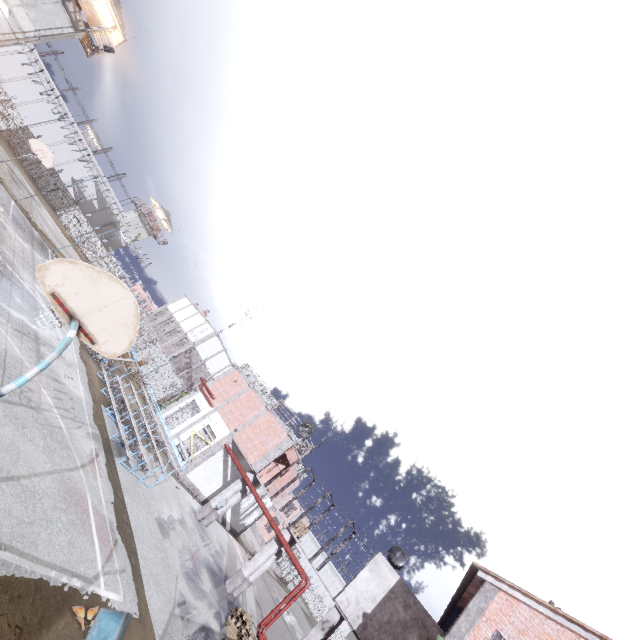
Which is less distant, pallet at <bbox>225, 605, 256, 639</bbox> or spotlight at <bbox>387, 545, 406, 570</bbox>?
pallet at <bbox>225, 605, 256, 639</bbox>

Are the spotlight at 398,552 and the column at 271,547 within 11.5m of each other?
yes

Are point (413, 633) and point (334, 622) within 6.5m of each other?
yes

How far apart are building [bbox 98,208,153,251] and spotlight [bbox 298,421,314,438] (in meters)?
51.64

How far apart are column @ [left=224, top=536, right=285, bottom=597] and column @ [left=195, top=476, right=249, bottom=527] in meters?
3.9

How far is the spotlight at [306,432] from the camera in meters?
21.5

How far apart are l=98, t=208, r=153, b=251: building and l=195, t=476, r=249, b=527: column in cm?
5138

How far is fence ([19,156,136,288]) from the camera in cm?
3959
